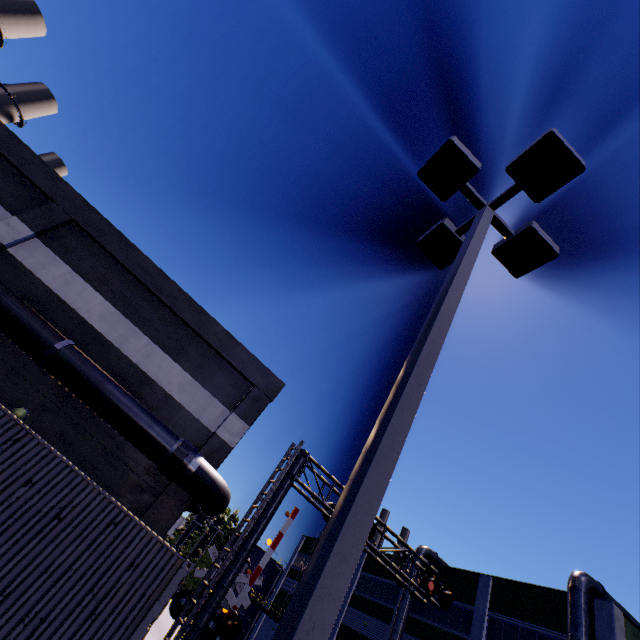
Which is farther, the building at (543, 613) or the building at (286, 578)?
the building at (286, 578)

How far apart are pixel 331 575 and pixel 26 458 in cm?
741

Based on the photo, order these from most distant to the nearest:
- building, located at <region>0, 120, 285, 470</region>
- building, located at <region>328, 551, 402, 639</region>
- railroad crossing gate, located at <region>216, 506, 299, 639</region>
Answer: building, located at <region>328, 551, 402, 639</region> → building, located at <region>0, 120, 285, 470</region> → railroad crossing gate, located at <region>216, 506, 299, 639</region>

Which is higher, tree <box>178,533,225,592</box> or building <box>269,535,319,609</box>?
building <box>269,535,319,609</box>

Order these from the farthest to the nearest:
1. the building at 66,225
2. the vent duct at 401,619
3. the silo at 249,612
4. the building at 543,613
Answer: the silo at 249,612
the vent duct at 401,619
the building at 543,613
the building at 66,225

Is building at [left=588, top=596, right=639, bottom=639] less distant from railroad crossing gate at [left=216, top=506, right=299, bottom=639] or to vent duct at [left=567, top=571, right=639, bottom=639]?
vent duct at [left=567, top=571, right=639, bottom=639]

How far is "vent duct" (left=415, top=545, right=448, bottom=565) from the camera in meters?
30.1 m

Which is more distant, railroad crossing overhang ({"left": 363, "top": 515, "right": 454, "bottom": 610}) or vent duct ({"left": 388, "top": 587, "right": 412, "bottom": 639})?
vent duct ({"left": 388, "top": 587, "right": 412, "bottom": 639})
